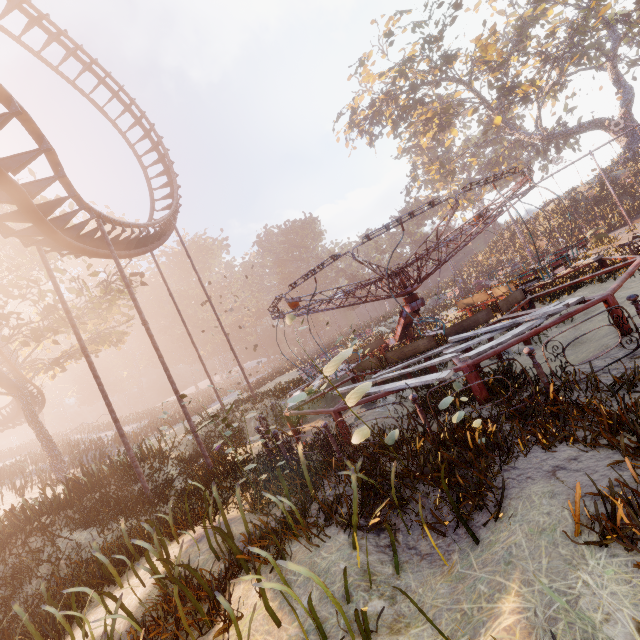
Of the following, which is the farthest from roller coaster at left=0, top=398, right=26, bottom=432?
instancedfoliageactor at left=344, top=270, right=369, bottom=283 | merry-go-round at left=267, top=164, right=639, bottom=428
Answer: instancedfoliageactor at left=344, top=270, right=369, bottom=283

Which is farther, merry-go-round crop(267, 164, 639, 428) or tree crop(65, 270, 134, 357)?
tree crop(65, 270, 134, 357)

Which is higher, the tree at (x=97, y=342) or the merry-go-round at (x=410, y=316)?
the tree at (x=97, y=342)

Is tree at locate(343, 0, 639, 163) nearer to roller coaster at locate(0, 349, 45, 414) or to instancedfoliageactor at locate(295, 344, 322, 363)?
instancedfoliageactor at locate(295, 344, 322, 363)

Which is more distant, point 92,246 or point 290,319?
point 92,246

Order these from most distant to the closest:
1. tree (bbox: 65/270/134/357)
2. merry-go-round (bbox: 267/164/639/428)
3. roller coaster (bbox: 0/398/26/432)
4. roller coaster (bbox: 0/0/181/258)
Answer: roller coaster (bbox: 0/398/26/432) < tree (bbox: 65/270/134/357) < roller coaster (bbox: 0/0/181/258) < merry-go-round (bbox: 267/164/639/428)

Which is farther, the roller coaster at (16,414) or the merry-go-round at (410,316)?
the roller coaster at (16,414)

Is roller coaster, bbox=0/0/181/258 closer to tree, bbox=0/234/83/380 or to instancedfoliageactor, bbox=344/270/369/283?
tree, bbox=0/234/83/380
